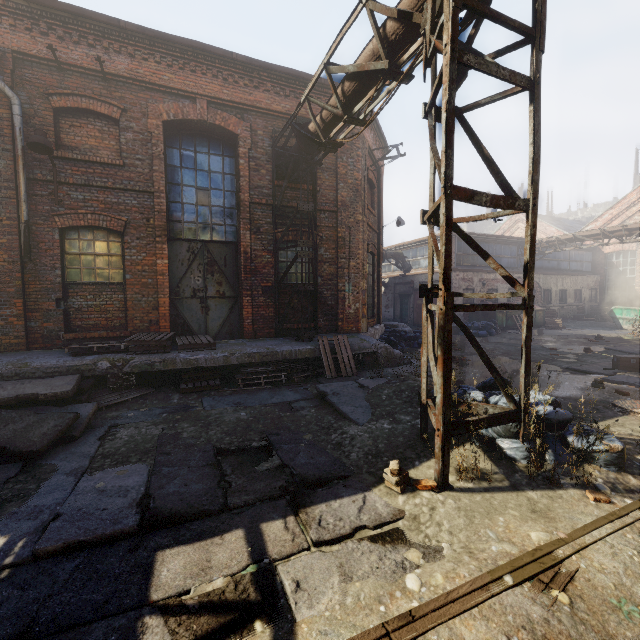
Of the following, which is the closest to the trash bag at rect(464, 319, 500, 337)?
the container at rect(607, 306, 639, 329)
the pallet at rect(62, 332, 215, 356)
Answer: the container at rect(607, 306, 639, 329)

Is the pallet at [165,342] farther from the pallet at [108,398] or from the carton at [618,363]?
the carton at [618,363]

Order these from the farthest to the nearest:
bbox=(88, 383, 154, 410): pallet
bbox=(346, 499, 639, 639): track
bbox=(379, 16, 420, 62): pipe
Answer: bbox=(88, 383, 154, 410): pallet, bbox=(379, 16, 420, 62): pipe, bbox=(346, 499, 639, 639): track

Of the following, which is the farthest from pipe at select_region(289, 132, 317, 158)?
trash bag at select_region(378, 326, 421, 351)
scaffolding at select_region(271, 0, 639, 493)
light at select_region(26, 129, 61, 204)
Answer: trash bag at select_region(378, 326, 421, 351)

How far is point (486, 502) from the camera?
3.27m

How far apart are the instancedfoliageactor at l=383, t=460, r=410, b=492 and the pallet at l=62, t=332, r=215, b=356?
5.4m

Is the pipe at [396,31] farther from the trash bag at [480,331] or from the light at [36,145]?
the trash bag at [480,331]

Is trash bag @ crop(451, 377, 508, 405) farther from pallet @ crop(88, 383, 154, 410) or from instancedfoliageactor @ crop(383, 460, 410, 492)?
pallet @ crop(88, 383, 154, 410)
